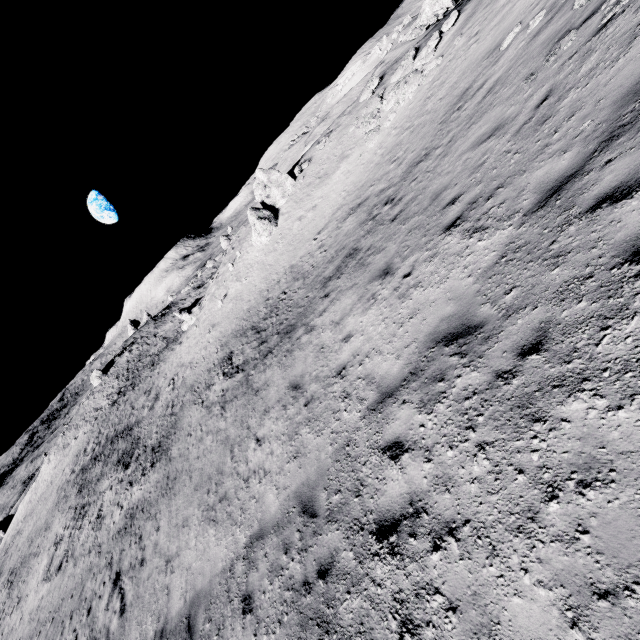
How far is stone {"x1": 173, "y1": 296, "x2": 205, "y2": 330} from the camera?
37.38m

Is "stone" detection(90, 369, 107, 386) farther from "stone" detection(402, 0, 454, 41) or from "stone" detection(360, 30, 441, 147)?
"stone" detection(402, 0, 454, 41)

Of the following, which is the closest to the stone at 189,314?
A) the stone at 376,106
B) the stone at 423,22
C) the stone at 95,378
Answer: the stone at 95,378

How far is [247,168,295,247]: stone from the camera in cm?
2580

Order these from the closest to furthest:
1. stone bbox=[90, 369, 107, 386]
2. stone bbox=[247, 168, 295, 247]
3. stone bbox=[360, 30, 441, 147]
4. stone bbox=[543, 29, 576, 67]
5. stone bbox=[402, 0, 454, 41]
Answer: stone bbox=[543, 29, 576, 67], stone bbox=[360, 30, 441, 147], stone bbox=[247, 168, 295, 247], stone bbox=[402, 0, 454, 41], stone bbox=[90, 369, 107, 386]

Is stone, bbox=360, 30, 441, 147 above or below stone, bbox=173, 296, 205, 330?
above

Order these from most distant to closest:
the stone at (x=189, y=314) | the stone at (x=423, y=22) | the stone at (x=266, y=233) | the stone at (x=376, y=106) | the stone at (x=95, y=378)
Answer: the stone at (x=95, y=378)
the stone at (x=189, y=314)
the stone at (x=423, y=22)
the stone at (x=266, y=233)
the stone at (x=376, y=106)

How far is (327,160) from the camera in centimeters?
2384cm
